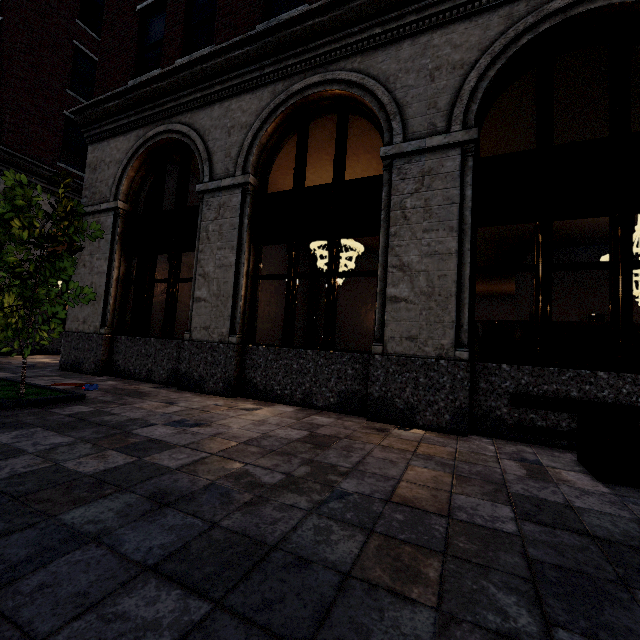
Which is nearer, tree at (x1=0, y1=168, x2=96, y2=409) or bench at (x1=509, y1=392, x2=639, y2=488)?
bench at (x1=509, y1=392, x2=639, y2=488)

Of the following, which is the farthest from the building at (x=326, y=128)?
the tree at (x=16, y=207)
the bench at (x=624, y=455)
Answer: the tree at (x=16, y=207)

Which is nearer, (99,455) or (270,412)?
(99,455)

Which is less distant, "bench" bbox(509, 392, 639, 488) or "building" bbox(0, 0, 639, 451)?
"bench" bbox(509, 392, 639, 488)

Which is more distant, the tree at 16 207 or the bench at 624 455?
the tree at 16 207

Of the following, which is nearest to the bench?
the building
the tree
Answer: the building

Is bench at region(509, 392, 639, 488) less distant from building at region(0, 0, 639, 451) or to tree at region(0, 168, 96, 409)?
building at region(0, 0, 639, 451)
